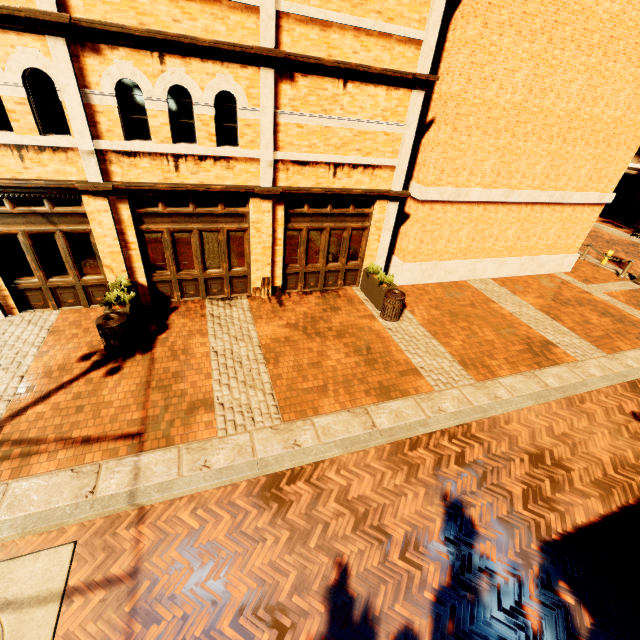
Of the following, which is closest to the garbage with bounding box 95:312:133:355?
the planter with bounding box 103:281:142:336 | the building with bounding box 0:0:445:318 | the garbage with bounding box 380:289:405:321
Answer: the planter with bounding box 103:281:142:336

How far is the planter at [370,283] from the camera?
10.0m

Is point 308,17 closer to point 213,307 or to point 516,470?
point 213,307

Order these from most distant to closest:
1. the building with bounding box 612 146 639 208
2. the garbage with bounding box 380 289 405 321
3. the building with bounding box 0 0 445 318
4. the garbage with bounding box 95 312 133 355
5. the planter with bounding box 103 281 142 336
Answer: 1. the building with bounding box 612 146 639 208
2. the garbage with bounding box 380 289 405 321
3. the planter with bounding box 103 281 142 336
4. the garbage with bounding box 95 312 133 355
5. the building with bounding box 0 0 445 318

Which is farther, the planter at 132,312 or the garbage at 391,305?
the garbage at 391,305

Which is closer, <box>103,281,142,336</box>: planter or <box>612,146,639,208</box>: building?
<box>103,281,142,336</box>: planter

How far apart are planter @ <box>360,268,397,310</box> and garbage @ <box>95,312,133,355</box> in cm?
694

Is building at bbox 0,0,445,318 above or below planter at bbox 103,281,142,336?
above
